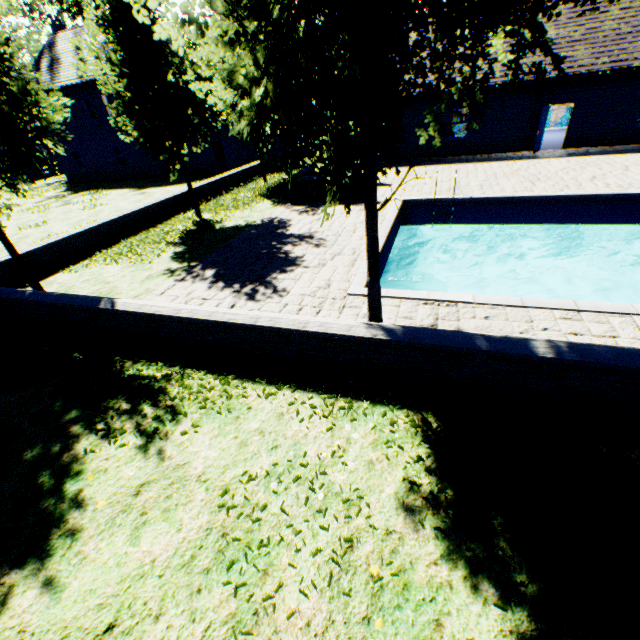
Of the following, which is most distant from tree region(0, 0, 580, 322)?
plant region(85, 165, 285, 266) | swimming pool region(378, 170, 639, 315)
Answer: plant region(85, 165, 285, 266)

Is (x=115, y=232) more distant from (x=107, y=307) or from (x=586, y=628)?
(x=586, y=628)

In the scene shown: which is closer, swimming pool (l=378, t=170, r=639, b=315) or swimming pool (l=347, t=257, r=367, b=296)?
swimming pool (l=378, t=170, r=639, b=315)

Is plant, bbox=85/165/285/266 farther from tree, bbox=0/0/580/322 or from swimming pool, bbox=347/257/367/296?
swimming pool, bbox=347/257/367/296

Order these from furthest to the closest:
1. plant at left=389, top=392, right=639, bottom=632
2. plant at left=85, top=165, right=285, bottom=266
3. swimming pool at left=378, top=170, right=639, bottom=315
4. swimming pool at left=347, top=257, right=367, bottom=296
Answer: plant at left=85, top=165, right=285, bottom=266 < swimming pool at left=347, top=257, right=367, bottom=296 < swimming pool at left=378, top=170, right=639, bottom=315 < plant at left=389, top=392, right=639, bottom=632

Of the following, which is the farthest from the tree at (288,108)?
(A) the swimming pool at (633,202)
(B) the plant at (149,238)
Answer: (B) the plant at (149,238)

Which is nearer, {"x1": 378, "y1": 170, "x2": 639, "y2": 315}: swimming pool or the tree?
the tree
